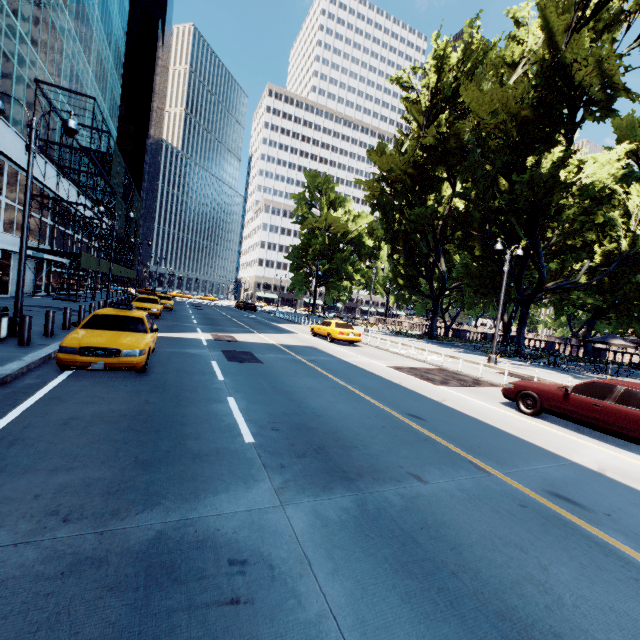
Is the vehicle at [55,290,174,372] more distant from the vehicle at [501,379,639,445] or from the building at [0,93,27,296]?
the vehicle at [501,379,639,445]

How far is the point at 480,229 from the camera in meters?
29.5

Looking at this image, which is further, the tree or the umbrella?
the umbrella

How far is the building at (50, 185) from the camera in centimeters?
2465cm

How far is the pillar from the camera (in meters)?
9.17

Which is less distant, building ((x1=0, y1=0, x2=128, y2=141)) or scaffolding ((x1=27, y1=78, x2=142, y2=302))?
building ((x1=0, y1=0, x2=128, y2=141))

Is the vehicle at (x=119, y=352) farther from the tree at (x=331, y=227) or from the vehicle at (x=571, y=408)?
the tree at (x=331, y=227)

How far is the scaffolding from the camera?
24.4m
